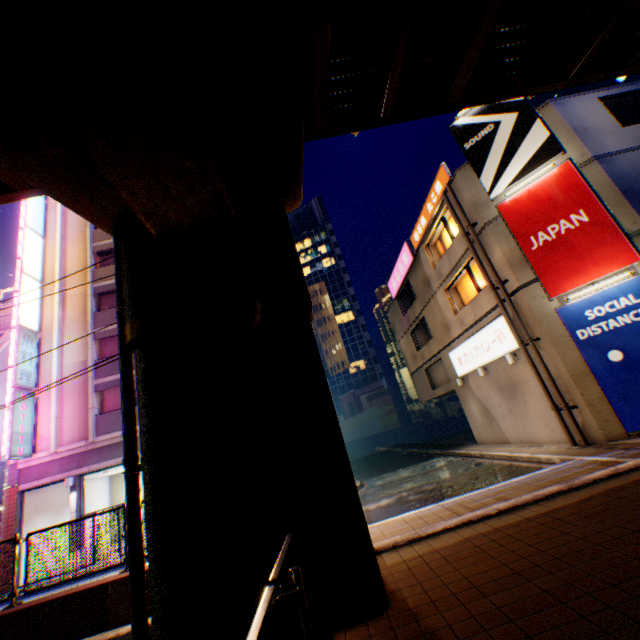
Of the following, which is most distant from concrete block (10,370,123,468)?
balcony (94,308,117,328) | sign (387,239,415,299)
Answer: sign (387,239,415,299)

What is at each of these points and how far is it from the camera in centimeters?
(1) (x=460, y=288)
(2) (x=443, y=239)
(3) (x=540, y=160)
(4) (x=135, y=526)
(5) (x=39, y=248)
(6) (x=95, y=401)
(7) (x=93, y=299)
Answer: (1) window glass, 1741cm
(2) window glass, 1786cm
(3) billboard, 1203cm
(4) pipe, 473cm
(5) sign, 2067cm
(6) concrete block, 1762cm
(7) concrete block, 1984cm

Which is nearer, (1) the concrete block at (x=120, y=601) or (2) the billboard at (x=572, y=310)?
(1) the concrete block at (x=120, y=601)

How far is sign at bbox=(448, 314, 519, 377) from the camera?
13.4m

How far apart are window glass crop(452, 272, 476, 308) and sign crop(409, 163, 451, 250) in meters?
3.2 m

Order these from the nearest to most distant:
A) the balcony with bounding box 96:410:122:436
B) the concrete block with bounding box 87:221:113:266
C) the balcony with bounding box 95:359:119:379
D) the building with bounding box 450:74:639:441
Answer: the building with bounding box 450:74:639:441 < the balcony with bounding box 96:410:122:436 < the balcony with bounding box 95:359:119:379 < the concrete block with bounding box 87:221:113:266

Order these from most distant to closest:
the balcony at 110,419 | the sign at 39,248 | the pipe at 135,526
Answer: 1. the sign at 39,248
2. the balcony at 110,419
3. the pipe at 135,526

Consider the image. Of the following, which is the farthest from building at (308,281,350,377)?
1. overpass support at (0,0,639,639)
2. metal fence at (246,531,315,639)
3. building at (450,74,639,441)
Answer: Answer: overpass support at (0,0,639,639)
